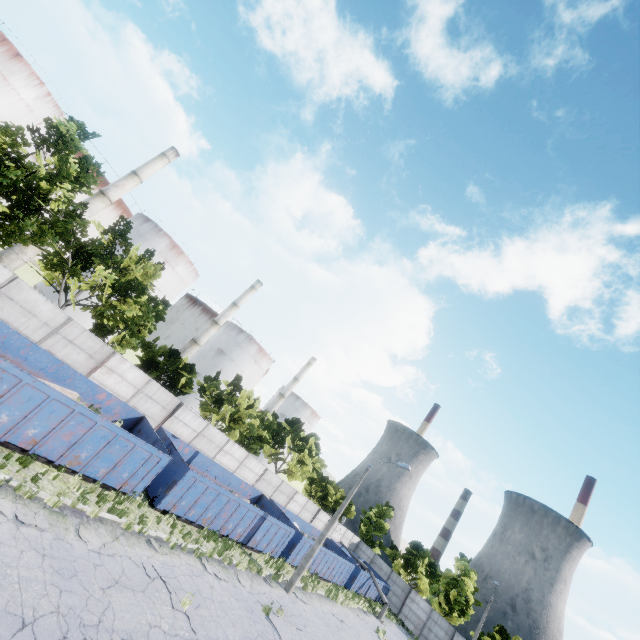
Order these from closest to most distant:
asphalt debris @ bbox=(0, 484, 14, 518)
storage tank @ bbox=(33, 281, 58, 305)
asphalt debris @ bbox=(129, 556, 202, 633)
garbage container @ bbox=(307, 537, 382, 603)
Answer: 1. asphalt debris @ bbox=(0, 484, 14, 518)
2. asphalt debris @ bbox=(129, 556, 202, 633)
3. garbage container @ bbox=(307, 537, 382, 603)
4. storage tank @ bbox=(33, 281, 58, 305)

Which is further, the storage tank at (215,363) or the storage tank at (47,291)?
the storage tank at (215,363)

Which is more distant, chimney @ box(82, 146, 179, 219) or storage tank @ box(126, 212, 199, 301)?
storage tank @ box(126, 212, 199, 301)

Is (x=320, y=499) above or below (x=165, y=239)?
below

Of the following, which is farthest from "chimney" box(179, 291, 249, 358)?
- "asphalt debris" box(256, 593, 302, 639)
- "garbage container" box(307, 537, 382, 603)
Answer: "asphalt debris" box(256, 593, 302, 639)

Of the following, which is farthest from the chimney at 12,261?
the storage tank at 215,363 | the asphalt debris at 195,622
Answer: the asphalt debris at 195,622

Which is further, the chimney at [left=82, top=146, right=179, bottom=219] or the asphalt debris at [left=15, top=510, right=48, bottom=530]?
the chimney at [left=82, top=146, right=179, bottom=219]

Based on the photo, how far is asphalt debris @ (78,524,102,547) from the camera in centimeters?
995cm
